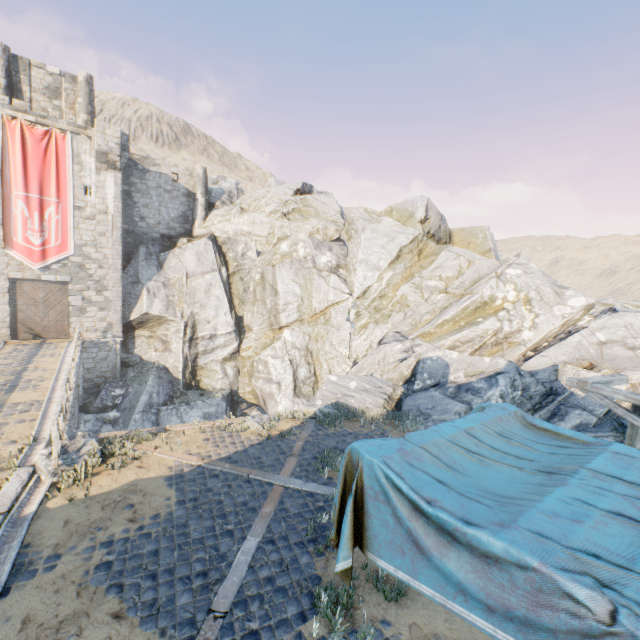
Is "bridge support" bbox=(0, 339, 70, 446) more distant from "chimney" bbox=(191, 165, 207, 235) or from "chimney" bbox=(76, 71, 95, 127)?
"chimney" bbox=(76, 71, 95, 127)

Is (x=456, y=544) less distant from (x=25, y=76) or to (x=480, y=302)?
(x=480, y=302)

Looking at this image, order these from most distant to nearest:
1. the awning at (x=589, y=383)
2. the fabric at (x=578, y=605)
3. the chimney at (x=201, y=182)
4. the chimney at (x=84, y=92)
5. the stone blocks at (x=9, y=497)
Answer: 1. the chimney at (x=201, y=182)
2. the chimney at (x=84, y=92)
3. the awning at (x=589, y=383)
4. the stone blocks at (x=9, y=497)
5. the fabric at (x=578, y=605)

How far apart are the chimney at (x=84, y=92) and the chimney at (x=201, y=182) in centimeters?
734cm

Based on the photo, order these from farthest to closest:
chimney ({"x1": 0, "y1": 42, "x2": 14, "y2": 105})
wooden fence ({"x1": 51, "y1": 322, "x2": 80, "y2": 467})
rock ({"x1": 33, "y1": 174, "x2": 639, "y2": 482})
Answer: chimney ({"x1": 0, "y1": 42, "x2": 14, "y2": 105})
rock ({"x1": 33, "y1": 174, "x2": 639, "y2": 482})
wooden fence ({"x1": 51, "y1": 322, "x2": 80, "y2": 467})

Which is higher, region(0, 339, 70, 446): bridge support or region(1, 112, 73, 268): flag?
region(1, 112, 73, 268): flag

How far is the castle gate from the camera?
20.56m

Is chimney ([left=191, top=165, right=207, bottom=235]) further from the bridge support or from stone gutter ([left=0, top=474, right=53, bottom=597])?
stone gutter ([left=0, top=474, right=53, bottom=597])
